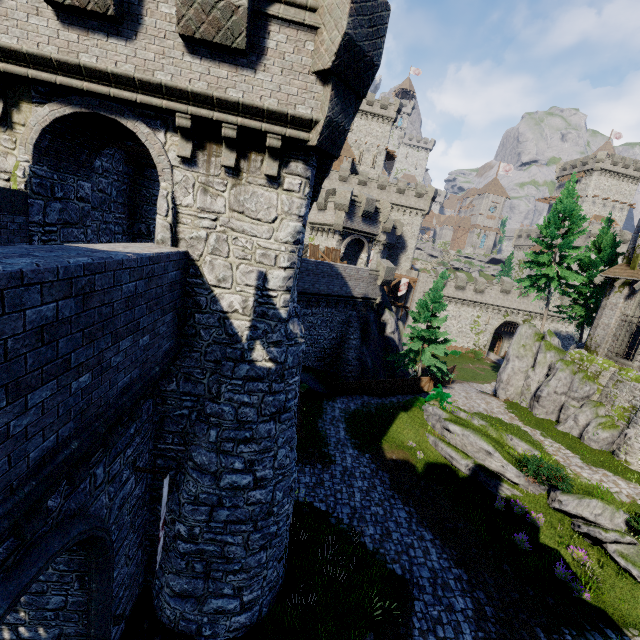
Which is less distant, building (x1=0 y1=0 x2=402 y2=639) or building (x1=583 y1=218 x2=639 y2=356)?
building (x1=0 y1=0 x2=402 y2=639)

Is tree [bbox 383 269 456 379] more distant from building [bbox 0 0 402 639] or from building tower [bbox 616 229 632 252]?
building tower [bbox 616 229 632 252]

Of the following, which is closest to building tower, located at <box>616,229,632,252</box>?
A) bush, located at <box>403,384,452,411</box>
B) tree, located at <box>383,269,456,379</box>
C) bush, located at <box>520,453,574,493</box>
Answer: tree, located at <box>383,269,456,379</box>

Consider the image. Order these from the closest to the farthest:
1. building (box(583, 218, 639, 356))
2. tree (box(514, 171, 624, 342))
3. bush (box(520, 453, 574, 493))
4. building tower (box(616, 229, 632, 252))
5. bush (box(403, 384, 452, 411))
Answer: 1. bush (box(520, 453, 574, 493))
2. building (box(583, 218, 639, 356))
3. bush (box(403, 384, 452, 411))
4. tree (box(514, 171, 624, 342))
5. building tower (box(616, 229, 632, 252))

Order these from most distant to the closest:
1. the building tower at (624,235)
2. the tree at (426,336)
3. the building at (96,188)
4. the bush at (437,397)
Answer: the building tower at (624,235), the tree at (426,336), the bush at (437,397), the building at (96,188)

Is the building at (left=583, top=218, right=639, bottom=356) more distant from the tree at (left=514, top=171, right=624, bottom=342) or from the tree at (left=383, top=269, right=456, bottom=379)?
the tree at (left=383, top=269, right=456, bottom=379)

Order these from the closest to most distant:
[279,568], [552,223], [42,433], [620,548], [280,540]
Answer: [42,433], [280,540], [279,568], [620,548], [552,223]

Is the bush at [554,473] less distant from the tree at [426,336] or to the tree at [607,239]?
the tree at [426,336]
